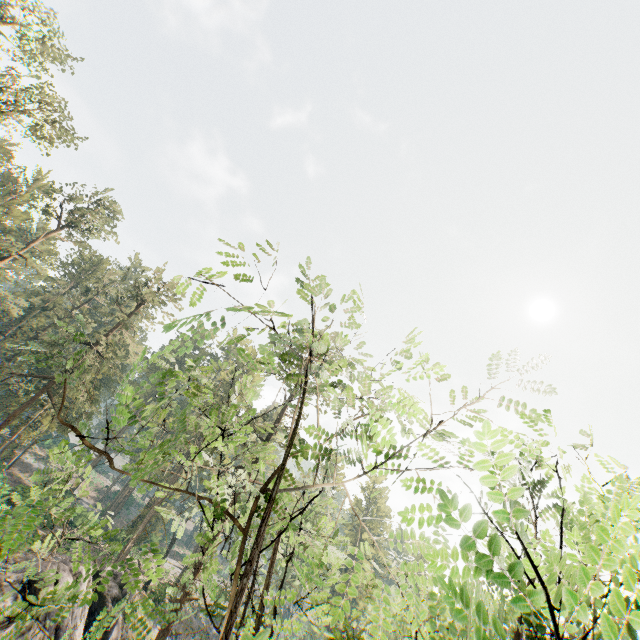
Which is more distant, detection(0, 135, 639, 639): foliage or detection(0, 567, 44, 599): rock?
detection(0, 567, 44, 599): rock

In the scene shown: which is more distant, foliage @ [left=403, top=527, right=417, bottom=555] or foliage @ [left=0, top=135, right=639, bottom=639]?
foliage @ [left=403, top=527, right=417, bottom=555]

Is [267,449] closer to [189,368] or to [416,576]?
[189,368]

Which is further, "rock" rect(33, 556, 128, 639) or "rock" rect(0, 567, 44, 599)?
"rock" rect(33, 556, 128, 639)

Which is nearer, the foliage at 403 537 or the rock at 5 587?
the foliage at 403 537

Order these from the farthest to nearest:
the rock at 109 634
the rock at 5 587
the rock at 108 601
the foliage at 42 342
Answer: the rock at 109 634, the rock at 108 601, the rock at 5 587, the foliage at 42 342

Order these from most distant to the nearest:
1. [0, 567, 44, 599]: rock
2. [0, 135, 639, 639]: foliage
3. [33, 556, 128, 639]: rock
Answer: [33, 556, 128, 639]: rock < [0, 567, 44, 599]: rock < [0, 135, 639, 639]: foliage
